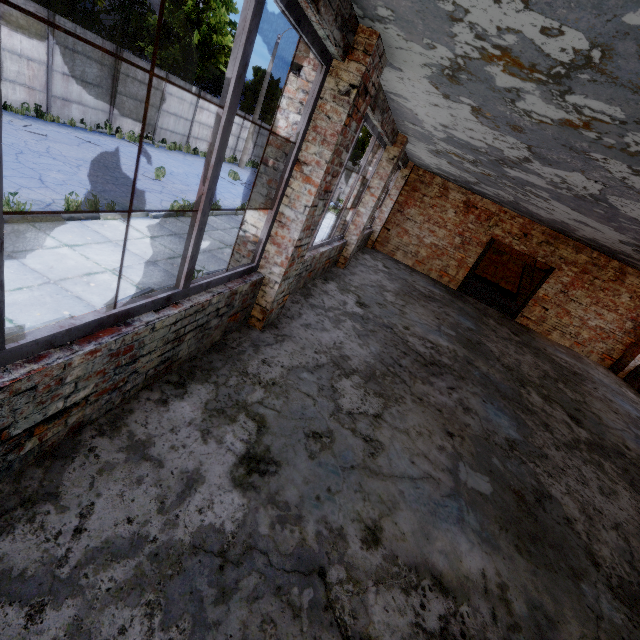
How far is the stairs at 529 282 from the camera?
16.5m

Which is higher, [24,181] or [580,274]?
[580,274]

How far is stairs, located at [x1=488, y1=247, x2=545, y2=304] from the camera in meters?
16.5 m
